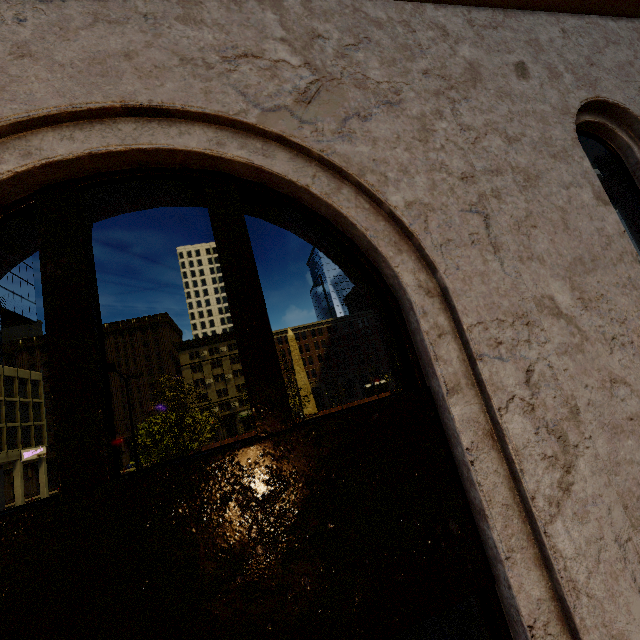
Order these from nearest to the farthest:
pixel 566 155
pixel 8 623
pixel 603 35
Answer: pixel 8 623
pixel 566 155
pixel 603 35

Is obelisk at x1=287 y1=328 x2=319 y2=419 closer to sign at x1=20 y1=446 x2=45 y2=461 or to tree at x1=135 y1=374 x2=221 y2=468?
tree at x1=135 y1=374 x2=221 y2=468

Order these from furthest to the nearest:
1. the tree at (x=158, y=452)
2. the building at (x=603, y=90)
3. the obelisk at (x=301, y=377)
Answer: the obelisk at (x=301, y=377) < the tree at (x=158, y=452) < the building at (x=603, y=90)

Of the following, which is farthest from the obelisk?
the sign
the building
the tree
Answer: the sign

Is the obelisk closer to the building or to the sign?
the building

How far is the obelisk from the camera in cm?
3525

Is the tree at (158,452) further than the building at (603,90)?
Yes

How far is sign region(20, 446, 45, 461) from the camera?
38.09m
